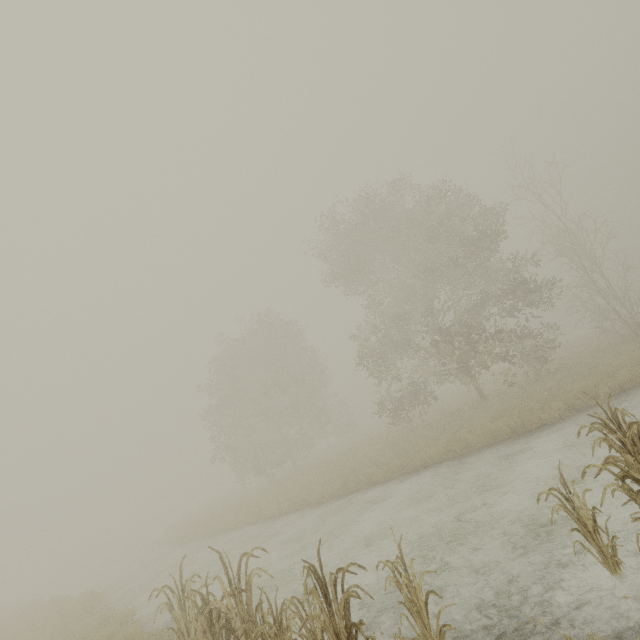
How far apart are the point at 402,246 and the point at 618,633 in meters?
20.2 m

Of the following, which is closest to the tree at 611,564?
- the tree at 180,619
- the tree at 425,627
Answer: the tree at 425,627

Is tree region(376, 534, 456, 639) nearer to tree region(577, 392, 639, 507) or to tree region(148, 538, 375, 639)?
tree region(148, 538, 375, 639)

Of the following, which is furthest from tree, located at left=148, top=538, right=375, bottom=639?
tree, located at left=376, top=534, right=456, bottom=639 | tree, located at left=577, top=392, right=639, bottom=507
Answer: tree, located at left=577, top=392, right=639, bottom=507

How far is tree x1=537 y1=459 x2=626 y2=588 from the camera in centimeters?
410cm
